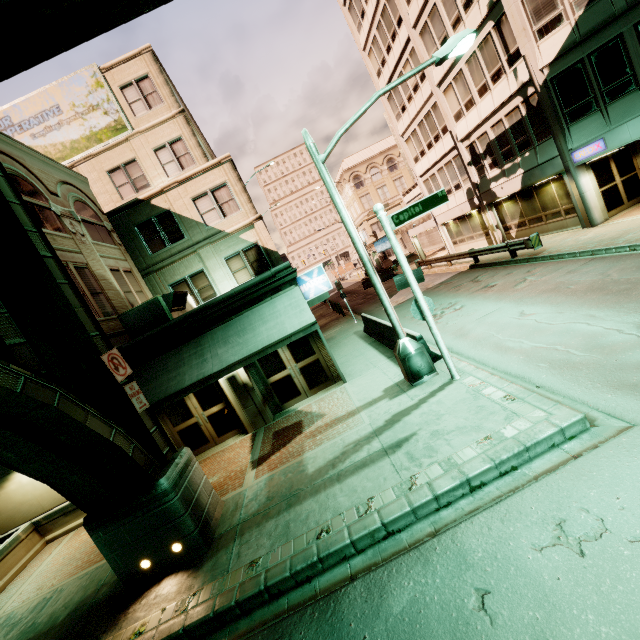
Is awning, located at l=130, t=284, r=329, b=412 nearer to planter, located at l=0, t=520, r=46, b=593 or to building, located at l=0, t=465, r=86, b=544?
building, located at l=0, t=465, r=86, b=544

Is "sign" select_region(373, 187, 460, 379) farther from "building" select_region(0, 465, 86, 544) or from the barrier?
"building" select_region(0, 465, 86, 544)

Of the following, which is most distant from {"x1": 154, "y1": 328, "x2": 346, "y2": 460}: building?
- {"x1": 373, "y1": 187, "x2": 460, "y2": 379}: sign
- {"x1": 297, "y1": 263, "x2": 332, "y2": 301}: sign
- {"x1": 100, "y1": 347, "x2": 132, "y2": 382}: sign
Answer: {"x1": 100, "y1": 347, "x2": 132, "y2": 382}: sign

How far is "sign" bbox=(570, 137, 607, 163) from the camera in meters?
13.3 m

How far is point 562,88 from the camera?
14.2 meters

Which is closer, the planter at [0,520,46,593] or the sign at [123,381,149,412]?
the sign at [123,381,149,412]

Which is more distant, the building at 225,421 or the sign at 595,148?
the sign at 595,148

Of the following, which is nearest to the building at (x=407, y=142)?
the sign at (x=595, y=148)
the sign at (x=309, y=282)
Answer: the sign at (x=595, y=148)
